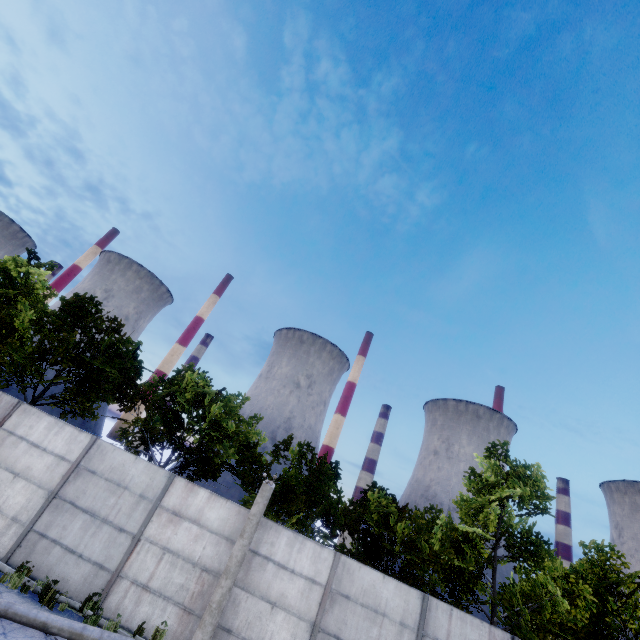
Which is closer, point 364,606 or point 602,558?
point 364,606

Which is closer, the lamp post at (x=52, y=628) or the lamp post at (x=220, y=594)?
the lamp post at (x=52, y=628)

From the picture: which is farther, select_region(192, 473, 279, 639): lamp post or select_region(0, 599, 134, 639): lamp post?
select_region(192, 473, 279, 639): lamp post

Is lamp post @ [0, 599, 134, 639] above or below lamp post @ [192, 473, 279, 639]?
below

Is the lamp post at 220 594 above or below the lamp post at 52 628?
above
